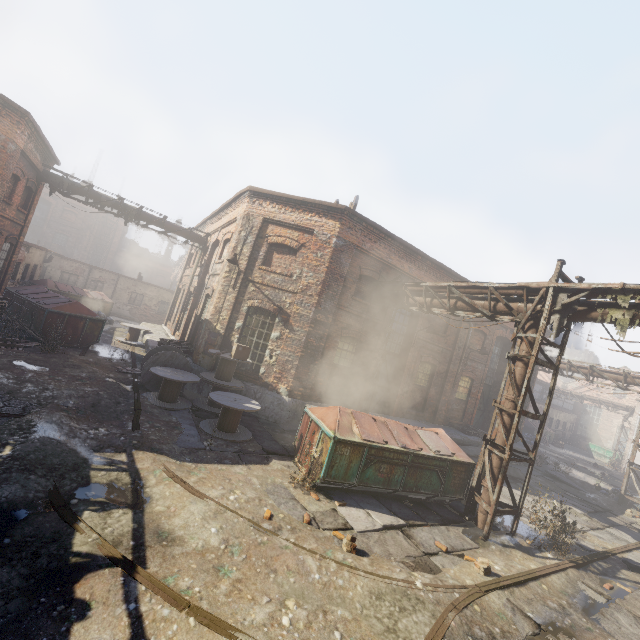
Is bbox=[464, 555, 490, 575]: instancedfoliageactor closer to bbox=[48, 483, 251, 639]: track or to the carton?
bbox=[48, 483, 251, 639]: track

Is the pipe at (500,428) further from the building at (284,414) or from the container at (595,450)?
the container at (595,450)

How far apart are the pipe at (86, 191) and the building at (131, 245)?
43.25m

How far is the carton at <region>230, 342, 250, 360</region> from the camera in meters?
10.9 m

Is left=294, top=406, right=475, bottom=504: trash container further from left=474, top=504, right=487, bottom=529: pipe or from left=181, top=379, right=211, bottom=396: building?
left=181, top=379, right=211, bottom=396: building

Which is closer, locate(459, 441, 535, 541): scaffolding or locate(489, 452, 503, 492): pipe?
locate(459, 441, 535, 541): scaffolding

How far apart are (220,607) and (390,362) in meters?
12.5

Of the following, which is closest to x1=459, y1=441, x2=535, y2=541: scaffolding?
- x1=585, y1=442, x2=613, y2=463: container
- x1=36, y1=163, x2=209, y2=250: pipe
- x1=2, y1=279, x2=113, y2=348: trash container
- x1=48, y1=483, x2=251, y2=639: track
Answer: x1=48, y1=483, x2=251, y2=639: track
